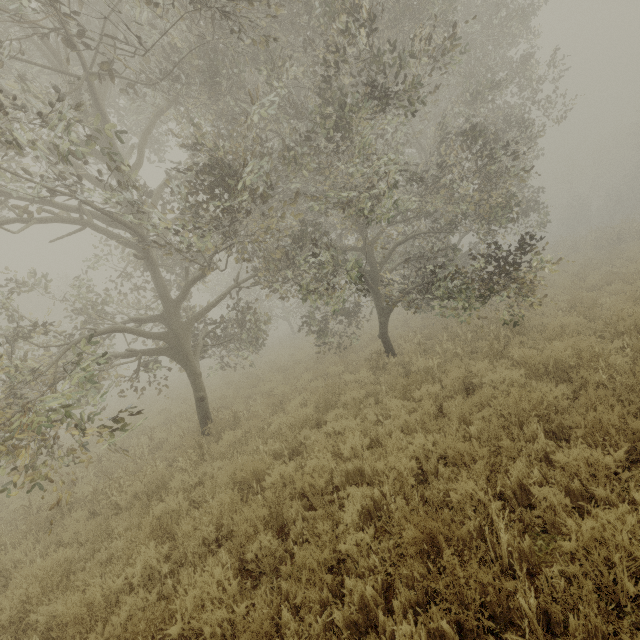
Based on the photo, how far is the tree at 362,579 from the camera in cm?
291

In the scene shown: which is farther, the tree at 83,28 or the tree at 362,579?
the tree at 83,28

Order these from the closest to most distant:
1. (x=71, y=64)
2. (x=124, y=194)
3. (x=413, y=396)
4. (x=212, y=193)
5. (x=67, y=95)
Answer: (x=124, y=194) < (x=67, y=95) < (x=212, y=193) < (x=413, y=396) < (x=71, y=64)

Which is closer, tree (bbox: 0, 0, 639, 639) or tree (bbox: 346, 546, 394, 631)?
tree (bbox: 346, 546, 394, 631)

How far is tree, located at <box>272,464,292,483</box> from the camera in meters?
5.1 m
